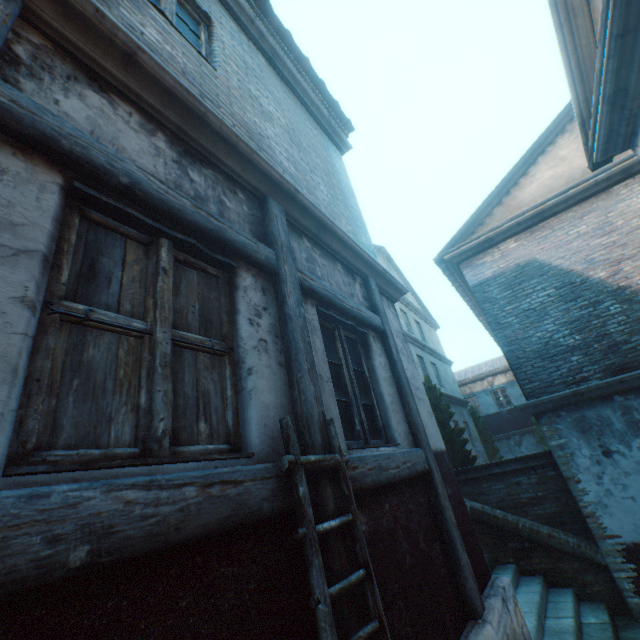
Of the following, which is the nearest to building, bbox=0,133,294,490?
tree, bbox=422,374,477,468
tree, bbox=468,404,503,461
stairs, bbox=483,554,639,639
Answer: stairs, bbox=483,554,639,639

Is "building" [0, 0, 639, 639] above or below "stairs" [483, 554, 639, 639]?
above

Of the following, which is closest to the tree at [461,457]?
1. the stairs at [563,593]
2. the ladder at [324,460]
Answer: the stairs at [563,593]

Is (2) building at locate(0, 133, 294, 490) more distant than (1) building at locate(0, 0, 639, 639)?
No

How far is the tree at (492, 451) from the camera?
17.8m

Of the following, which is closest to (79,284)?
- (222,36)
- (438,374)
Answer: (222,36)

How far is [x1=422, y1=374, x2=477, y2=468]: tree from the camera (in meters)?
9.29
